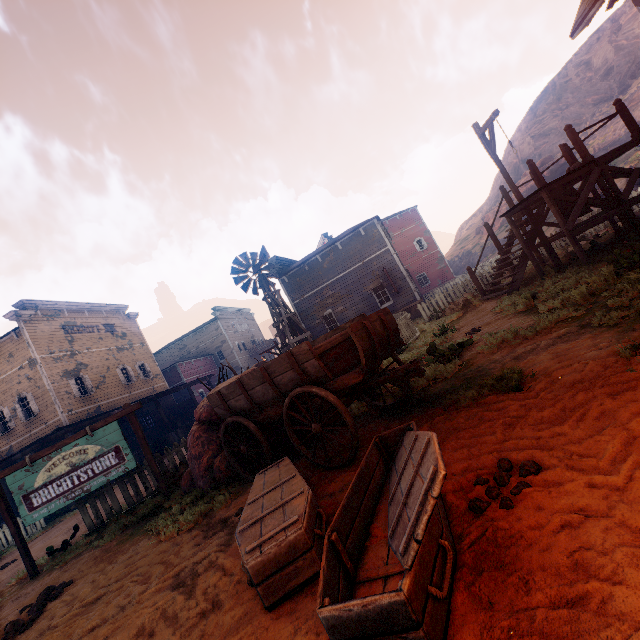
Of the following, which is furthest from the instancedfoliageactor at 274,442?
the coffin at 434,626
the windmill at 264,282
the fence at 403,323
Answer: the windmill at 264,282

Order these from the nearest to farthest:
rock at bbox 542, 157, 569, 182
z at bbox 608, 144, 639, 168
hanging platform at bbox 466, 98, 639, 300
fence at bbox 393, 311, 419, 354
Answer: hanging platform at bbox 466, 98, 639, 300
fence at bbox 393, 311, 419, 354
z at bbox 608, 144, 639, 168
rock at bbox 542, 157, 569, 182

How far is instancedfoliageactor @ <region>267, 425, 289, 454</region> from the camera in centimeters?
628cm

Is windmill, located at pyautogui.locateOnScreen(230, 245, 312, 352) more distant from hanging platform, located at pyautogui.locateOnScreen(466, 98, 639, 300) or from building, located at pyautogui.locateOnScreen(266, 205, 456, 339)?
hanging platform, located at pyautogui.locateOnScreen(466, 98, 639, 300)

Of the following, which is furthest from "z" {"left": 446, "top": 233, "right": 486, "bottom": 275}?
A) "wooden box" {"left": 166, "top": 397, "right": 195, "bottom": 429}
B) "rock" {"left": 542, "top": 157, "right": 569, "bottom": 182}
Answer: "rock" {"left": 542, "top": 157, "right": 569, "bottom": 182}

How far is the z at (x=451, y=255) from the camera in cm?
4978

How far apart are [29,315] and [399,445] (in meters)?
25.96
